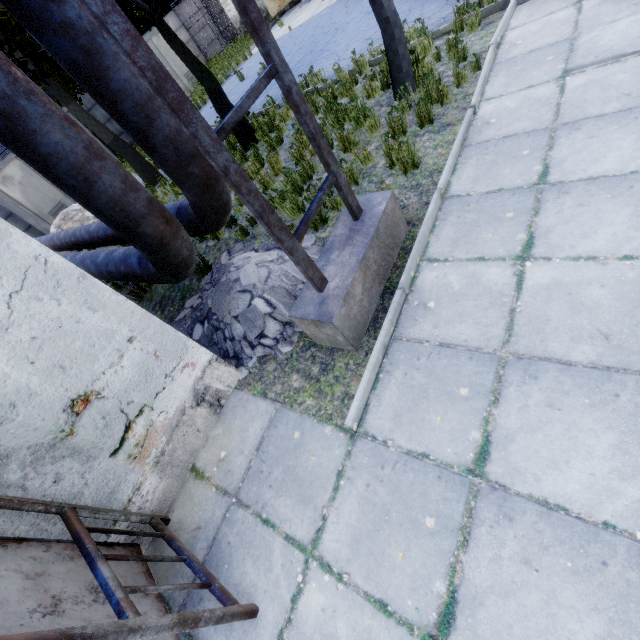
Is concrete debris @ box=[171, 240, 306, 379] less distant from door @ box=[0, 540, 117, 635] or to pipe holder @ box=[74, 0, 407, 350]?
pipe holder @ box=[74, 0, 407, 350]

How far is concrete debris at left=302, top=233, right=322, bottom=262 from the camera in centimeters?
460cm

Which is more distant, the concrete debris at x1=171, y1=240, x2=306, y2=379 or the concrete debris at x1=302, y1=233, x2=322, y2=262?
the concrete debris at x1=302, y1=233, x2=322, y2=262

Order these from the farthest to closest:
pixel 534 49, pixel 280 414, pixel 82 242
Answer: pixel 82 242 → pixel 534 49 → pixel 280 414

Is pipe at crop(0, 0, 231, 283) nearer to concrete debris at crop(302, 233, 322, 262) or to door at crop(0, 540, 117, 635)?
concrete debris at crop(302, 233, 322, 262)

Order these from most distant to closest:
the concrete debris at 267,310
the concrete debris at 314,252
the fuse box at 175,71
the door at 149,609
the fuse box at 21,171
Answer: the fuse box at 175,71, the fuse box at 21,171, the concrete debris at 314,252, the concrete debris at 267,310, the door at 149,609

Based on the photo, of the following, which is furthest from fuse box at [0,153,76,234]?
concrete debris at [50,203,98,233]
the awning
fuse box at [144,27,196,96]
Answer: the awning

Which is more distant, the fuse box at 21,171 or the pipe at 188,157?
the fuse box at 21,171
